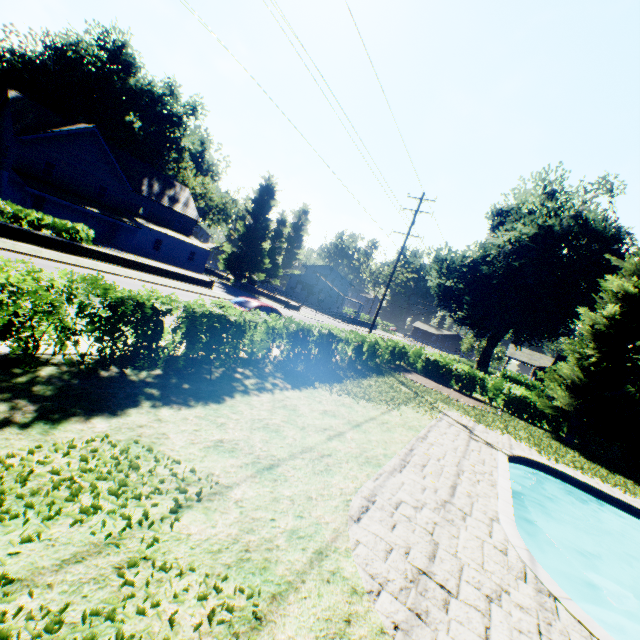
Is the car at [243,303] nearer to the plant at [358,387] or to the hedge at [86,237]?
the hedge at [86,237]

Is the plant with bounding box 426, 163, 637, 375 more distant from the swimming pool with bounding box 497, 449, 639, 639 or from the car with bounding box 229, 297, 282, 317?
the car with bounding box 229, 297, 282, 317

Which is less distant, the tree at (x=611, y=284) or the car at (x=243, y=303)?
the car at (x=243, y=303)

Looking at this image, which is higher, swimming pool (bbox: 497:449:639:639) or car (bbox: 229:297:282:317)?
car (bbox: 229:297:282:317)

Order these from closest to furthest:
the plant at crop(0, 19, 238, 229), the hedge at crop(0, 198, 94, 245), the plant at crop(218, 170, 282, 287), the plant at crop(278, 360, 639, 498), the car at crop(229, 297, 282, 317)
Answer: the plant at crop(278, 360, 639, 498) → the car at crop(229, 297, 282, 317) → the hedge at crop(0, 198, 94, 245) → the plant at crop(0, 19, 238, 229) → the plant at crop(218, 170, 282, 287)

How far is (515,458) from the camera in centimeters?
1212cm

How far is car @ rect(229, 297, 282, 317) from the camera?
14.8 meters

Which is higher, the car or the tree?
the tree
